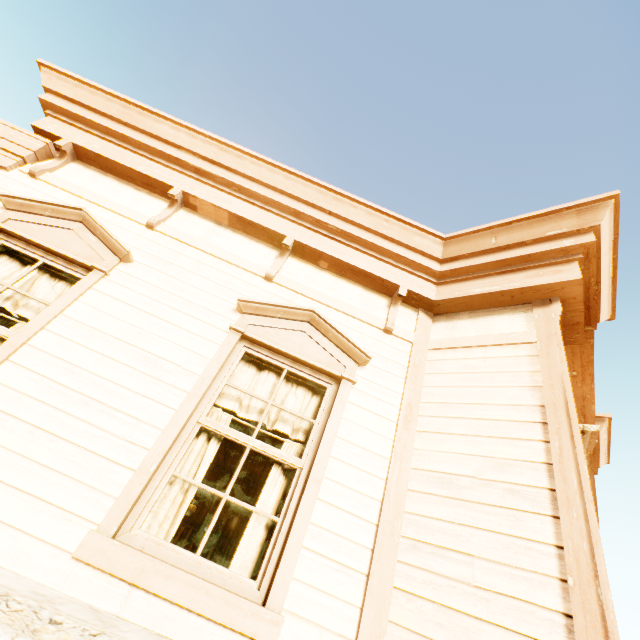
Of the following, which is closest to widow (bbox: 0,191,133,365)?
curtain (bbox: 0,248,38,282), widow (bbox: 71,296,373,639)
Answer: curtain (bbox: 0,248,38,282)

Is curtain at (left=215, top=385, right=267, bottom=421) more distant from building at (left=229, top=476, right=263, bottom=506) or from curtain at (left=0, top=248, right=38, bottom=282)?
curtain at (left=0, top=248, right=38, bottom=282)

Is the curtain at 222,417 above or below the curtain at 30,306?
below

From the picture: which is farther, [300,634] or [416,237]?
[416,237]

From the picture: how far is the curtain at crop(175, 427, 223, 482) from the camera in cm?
247

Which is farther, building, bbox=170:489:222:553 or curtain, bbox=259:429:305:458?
building, bbox=170:489:222:553

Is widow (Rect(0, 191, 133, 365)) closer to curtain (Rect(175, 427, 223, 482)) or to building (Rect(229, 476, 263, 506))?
building (Rect(229, 476, 263, 506))

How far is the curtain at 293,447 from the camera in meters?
2.7
